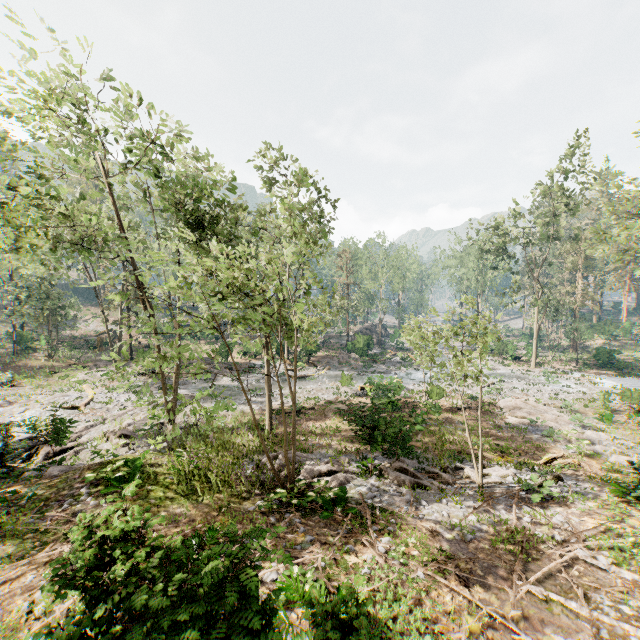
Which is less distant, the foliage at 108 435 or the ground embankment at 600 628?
the ground embankment at 600 628

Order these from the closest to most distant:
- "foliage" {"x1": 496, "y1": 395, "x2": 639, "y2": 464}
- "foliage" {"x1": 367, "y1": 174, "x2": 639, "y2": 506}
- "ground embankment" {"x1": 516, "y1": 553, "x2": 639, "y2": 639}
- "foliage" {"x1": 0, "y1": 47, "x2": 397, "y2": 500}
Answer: "ground embankment" {"x1": 516, "y1": 553, "x2": 639, "y2": 639}, "foliage" {"x1": 0, "y1": 47, "x2": 397, "y2": 500}, "foliage" {"x1": 367, "y1": 174, "x2": 639, "y2": 506}, "foliage" {"x1": 496, "y1": 395, "x2": 639, "y2": 464}

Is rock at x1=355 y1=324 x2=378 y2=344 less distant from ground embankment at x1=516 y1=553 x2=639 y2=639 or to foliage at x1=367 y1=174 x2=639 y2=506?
foliage at x1=367 y1=174 x2=639 y2=506

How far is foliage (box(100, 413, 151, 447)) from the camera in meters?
18.0

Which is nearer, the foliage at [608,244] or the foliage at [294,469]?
the foliage at [294,469]

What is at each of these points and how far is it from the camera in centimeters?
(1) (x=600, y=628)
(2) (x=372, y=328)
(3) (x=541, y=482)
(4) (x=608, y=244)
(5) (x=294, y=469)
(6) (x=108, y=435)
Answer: (1) ground embankment, 634cm
(2) rock, 5834cm
(3) foliage, 1208cm
(4) foliage, 2419cm
(5) foliage, 1106cm
(6) foliage, 1867cm
